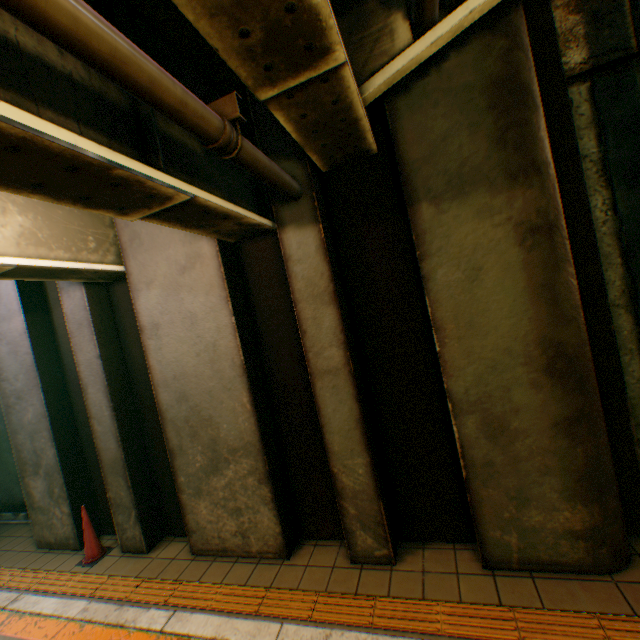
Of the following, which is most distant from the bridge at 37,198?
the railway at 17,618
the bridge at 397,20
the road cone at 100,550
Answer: the railway at 17,618

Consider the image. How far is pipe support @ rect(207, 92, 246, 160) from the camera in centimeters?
226cm

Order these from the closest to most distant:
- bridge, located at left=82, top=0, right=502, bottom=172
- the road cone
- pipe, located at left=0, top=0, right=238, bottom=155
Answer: pipe, located at left=0, top=0, right=238, bottom=155 < bridge, located at left=82, top=0, right=502, bottom=172 < the road cone

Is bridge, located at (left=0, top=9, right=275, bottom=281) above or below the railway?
above

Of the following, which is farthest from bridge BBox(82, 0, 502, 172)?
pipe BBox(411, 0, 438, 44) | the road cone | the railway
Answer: the road cone

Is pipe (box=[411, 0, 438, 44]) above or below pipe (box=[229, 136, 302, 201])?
above

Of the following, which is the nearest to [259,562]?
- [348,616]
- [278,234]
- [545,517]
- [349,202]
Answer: [348,616]

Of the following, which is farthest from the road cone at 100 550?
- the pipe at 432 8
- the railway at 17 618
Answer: the pipe at 432 8
